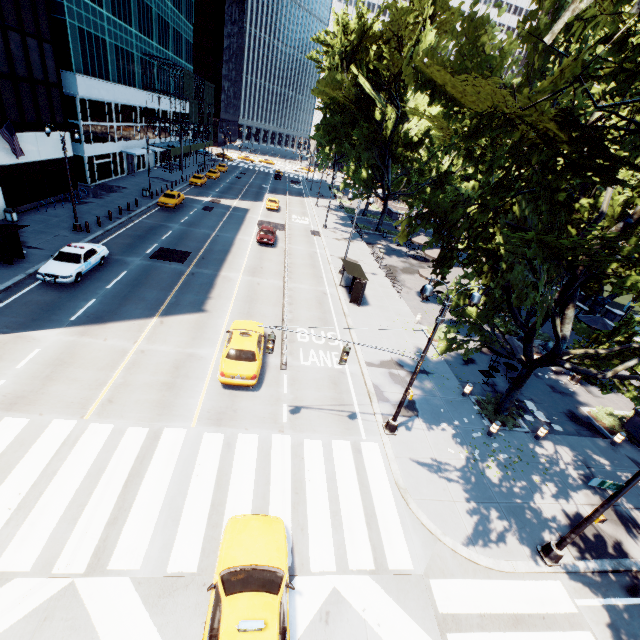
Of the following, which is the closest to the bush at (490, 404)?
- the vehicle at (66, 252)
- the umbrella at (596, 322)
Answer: the umbrella at (596, 322)

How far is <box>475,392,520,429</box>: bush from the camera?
16.53m

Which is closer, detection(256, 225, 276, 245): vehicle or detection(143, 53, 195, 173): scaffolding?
detection(256, 225, 276, 245): vehicle

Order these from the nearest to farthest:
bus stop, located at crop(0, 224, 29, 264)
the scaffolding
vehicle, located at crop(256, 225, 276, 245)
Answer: bus stop, located at crop(0, 224, 29, 264) < vehicle, located at crop(256, 225, 276, 245) < the scaffolding

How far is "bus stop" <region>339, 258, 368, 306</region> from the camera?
24.1m

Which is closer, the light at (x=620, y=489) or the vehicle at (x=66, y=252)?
the light at (x=620, y=489)

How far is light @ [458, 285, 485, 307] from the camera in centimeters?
1123cm

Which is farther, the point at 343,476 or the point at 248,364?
the point at 248,364
